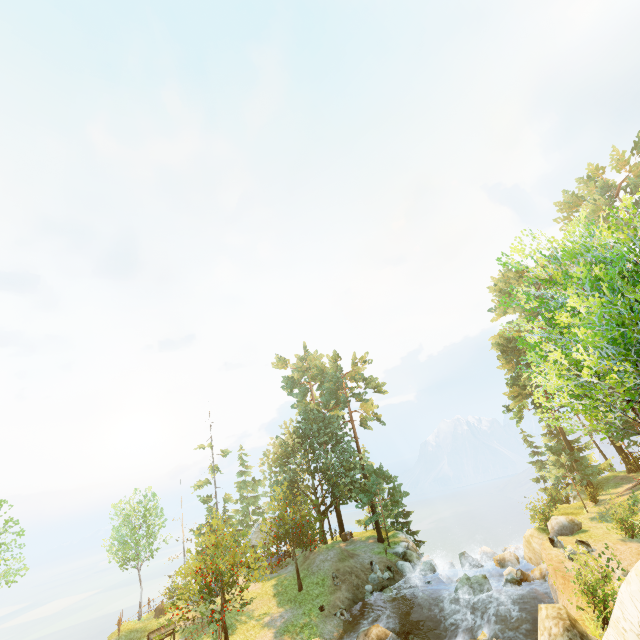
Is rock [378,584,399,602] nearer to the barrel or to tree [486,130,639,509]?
tree [486,130,639,509]

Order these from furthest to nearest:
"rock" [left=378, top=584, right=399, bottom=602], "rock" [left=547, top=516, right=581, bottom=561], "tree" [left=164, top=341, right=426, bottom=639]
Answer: "rock" [left=378, top=584, right=399, bottom=602] → "tree" [left=164, top=341, right=426, bottom=639] → "rock" [left=547, top=516, right=581, bottom=561]

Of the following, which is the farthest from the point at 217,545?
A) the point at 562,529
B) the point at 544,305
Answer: the point at 544,305

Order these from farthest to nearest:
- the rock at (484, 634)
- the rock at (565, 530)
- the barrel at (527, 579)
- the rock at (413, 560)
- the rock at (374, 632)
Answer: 1. the barrel at (527, 579)
2. the rock at (565, 530)
3. the rock at (374, 632)
4. the rock at (484, 634)
5. the rock at (413, 560)

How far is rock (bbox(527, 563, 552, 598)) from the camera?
21.12m

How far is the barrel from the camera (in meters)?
21.64

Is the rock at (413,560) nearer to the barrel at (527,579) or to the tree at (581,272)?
the barrel at (527,579)

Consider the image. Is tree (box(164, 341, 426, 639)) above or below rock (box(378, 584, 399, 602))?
above
